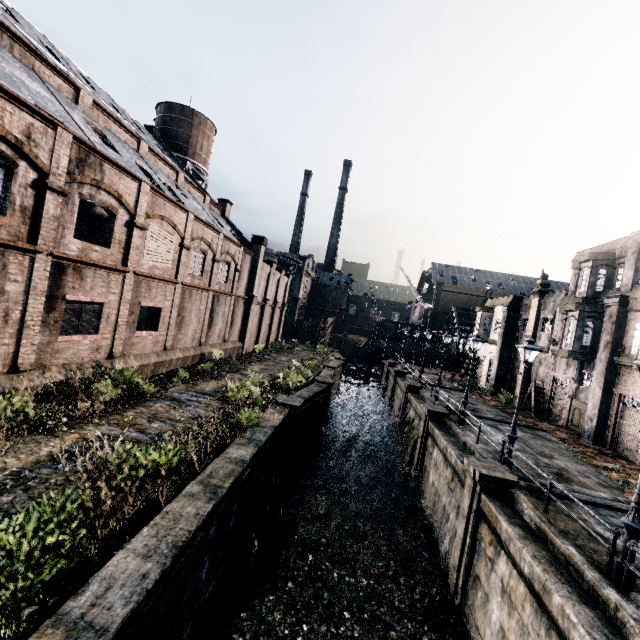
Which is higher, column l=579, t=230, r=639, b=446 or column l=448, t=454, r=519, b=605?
column l=579, t=230, r=639, b=446

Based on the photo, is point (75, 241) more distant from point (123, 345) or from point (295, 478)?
point (295, 478)

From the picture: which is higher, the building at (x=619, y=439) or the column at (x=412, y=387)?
the building at (x=619, y=439)

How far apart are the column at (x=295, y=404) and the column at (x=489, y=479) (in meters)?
8.65

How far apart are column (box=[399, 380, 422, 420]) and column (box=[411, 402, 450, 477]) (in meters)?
6.99

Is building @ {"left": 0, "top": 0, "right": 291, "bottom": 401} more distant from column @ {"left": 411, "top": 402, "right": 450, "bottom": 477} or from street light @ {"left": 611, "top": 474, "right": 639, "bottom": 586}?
street light @ {"left": 611, "top": 474, "right": 639, "bottom": 586}

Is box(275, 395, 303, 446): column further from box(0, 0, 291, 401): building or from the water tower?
the water tower

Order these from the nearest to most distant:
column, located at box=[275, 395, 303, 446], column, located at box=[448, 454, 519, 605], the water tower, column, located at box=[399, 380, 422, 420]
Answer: column, located at box=[448, 454, 519, 605], column, located at box=[275, 395, 303, 446], column, located at box=[399, 380, 422, 420], the water tower
